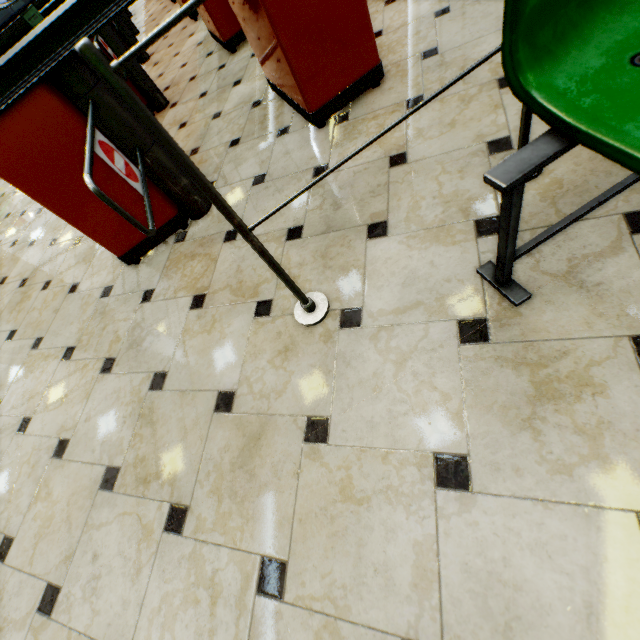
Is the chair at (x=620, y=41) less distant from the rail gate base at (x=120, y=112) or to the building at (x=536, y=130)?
the building at (x=536, y=130)

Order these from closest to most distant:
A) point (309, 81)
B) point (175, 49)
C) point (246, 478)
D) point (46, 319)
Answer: point (246, 478), point (309, 81), point (46, 319), point (175, 49)

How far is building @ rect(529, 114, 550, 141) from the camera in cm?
132

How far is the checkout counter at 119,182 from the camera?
1.7m

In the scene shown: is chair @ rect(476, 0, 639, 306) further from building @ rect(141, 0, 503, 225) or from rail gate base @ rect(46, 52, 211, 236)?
rail gate base @ rect(46, 52, 211, 236)

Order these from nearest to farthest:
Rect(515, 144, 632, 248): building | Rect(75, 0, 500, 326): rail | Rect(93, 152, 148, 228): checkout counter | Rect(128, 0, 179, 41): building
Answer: Rect(75, 0, 500, 326): rail, Rect(515, 144, 632, 248): building, Rect(93, 152, 148, 228): checkout counter, Rect(128, 0, 179, 41): building
